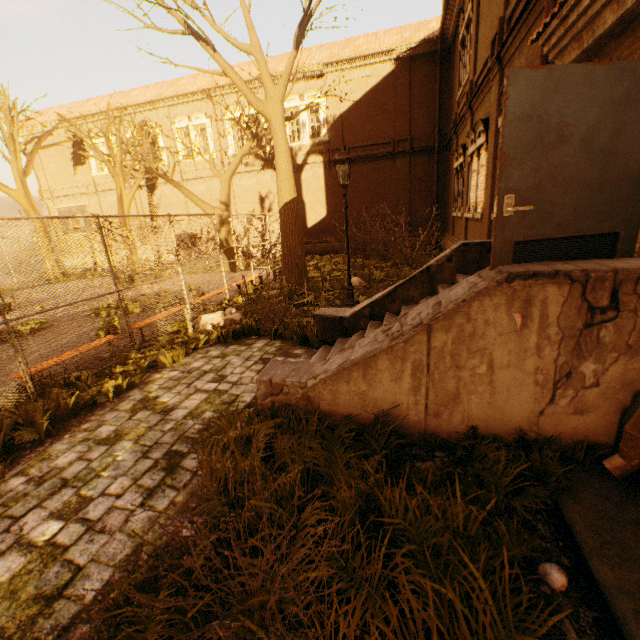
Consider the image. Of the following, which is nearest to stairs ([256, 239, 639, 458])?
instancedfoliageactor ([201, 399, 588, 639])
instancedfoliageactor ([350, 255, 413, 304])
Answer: instancedfoliageactor ([201, 399, 588, 639])

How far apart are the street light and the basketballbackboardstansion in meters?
11.5

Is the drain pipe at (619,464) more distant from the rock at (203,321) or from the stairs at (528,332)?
the rock at (203,321)

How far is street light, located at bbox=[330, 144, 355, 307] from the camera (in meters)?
7.30

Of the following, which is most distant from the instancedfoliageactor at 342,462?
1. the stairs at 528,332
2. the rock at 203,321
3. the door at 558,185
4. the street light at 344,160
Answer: the street light at 344,160

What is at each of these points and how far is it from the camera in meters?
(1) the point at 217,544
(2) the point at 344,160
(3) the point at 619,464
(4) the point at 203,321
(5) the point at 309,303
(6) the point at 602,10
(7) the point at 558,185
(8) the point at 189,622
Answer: (1) instancedfoliageactor, 2.5
(2) street light, 7.3
(3) drain pipe, 2.7
(4) rock, 8.0
(5) instancedfoliageactor, 9.2
(6) awning, 3.4
(7) door, 3.0
(8) instancedfoliageactor, 1.9

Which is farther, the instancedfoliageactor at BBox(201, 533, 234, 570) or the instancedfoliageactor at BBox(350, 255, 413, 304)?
the instancedfoliageactor at BBox(350, 255, 413, 304)

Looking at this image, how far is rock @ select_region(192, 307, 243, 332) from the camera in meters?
7.8
